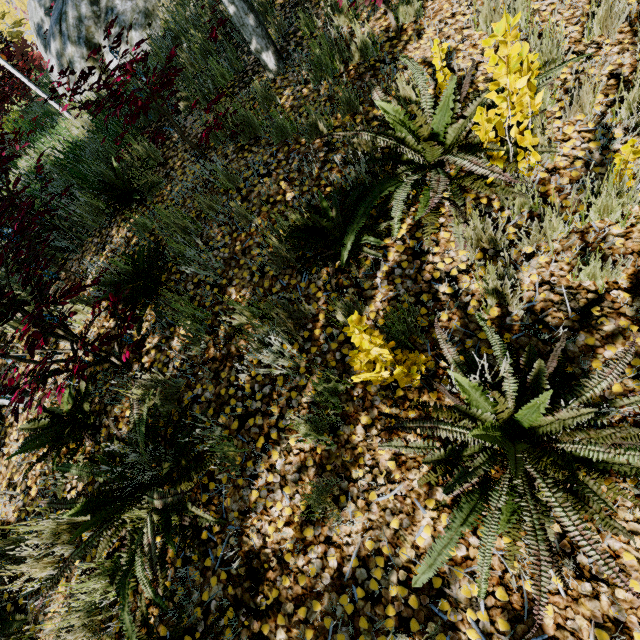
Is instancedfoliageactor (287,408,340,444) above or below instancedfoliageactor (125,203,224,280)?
below

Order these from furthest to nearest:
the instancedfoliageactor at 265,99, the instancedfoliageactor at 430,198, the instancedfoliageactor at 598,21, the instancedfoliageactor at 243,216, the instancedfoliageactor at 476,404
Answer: the instancedfoliageactor at 265,99
the instancedfoliageactor at 243,216
the instancedfoliageactor at 598,21
the instancedfoliageactor at 430,198
the instancedfoliageactor at 476,404

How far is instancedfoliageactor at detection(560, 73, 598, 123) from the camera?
2.3m

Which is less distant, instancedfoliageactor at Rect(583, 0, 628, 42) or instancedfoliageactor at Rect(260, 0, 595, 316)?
instancedfoliageactor at Rect(260, 0, 595, 316)

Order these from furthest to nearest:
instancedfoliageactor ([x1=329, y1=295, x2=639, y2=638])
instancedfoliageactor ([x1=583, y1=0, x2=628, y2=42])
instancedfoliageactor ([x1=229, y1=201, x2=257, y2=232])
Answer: instancedfoliageactor ([x1=229, y1=201, x2=257, y2=232]) < instancedfoliageactor ([x1=583, y1=0, x2=628, y2=42]) < instancedfoliageactor ([x1=329, y1=295, x2=639, y2=638])

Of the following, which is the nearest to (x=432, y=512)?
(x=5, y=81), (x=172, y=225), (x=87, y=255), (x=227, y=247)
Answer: (x=227, y=247)

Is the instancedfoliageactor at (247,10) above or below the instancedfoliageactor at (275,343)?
above
